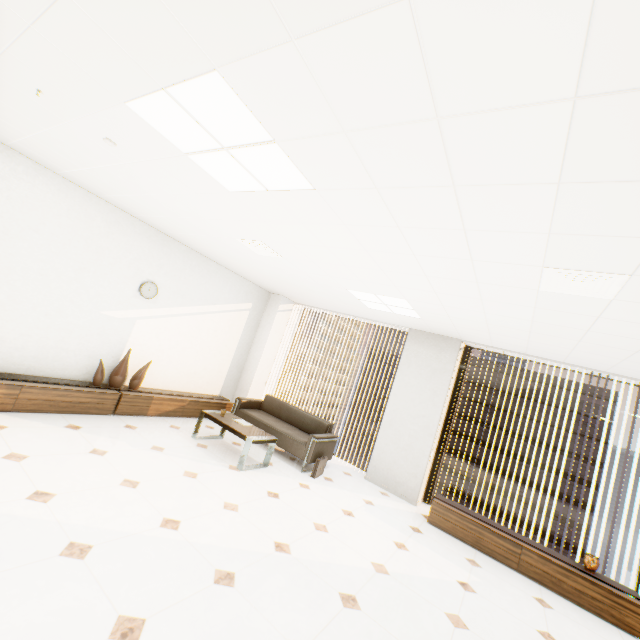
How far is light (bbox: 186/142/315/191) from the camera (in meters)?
2.18

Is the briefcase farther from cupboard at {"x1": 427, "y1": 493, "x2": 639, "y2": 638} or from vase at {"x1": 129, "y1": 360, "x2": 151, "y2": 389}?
vase at {"x1": 129, "y1": 360, "x2": 151, "y2": 389}

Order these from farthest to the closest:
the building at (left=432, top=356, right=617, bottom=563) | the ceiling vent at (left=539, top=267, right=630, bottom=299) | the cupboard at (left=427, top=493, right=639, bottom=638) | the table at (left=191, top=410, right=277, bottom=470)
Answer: the building at (left=432, top=356, right=617, bottom=563)
the table at (left=191, top=410, right=277, bottom=470)
the cupboard at (left=427, top=493, right=639, bottom=638)
the ceiling vent at (left=539, top=267, right=630, bottom=299)

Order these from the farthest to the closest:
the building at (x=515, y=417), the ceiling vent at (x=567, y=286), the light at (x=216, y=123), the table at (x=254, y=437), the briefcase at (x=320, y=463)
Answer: the building at (x=515, y=417) < the briefcase at (x=320, y=463) < the table at (x=254, y=437) < the ceiling vent at (x=567, y=286) < the light at (x=216, y=123)

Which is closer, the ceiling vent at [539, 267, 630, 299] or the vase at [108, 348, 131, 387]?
the ceiling vent at [539, 267, 630, 299]

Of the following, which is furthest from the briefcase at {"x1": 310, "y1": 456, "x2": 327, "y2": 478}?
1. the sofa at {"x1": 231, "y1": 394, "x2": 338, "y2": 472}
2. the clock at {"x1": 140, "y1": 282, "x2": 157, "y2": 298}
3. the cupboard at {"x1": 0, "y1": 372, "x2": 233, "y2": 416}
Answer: the clock at {"x1": 140, "y1": 282, "x2": 157, "y2": 298}

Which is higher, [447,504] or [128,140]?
[128,140]

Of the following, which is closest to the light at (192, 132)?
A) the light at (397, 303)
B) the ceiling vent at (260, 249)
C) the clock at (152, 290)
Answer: the ceiling vent at (260, 249)
